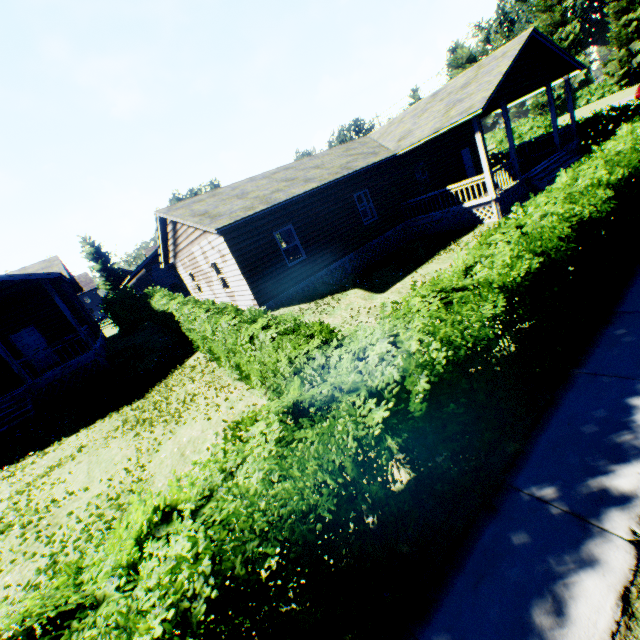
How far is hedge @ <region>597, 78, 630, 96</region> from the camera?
57.5m

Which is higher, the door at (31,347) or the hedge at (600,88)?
the door at (31,347)

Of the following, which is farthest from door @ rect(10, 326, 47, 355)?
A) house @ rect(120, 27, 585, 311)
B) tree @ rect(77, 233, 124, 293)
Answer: tree @ rect(77, 233, 124, 293)

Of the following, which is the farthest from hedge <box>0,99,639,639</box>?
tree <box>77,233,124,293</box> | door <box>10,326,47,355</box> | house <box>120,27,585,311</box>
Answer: tree <box>77,233,124,293</box>

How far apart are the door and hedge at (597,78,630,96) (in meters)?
90.67

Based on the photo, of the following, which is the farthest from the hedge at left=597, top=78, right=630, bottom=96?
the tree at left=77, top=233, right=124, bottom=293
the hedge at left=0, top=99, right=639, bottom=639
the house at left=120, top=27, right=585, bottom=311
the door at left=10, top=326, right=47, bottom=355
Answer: the door at left=10, top=326, right=47, bottom=355

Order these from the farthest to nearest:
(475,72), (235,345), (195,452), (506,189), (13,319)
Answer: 1. (13,319)
2. (475,72)
3. (506,189)
4. (235,345)
5. (195,452)

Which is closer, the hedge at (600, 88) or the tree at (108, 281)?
the tree at (108, 281)
